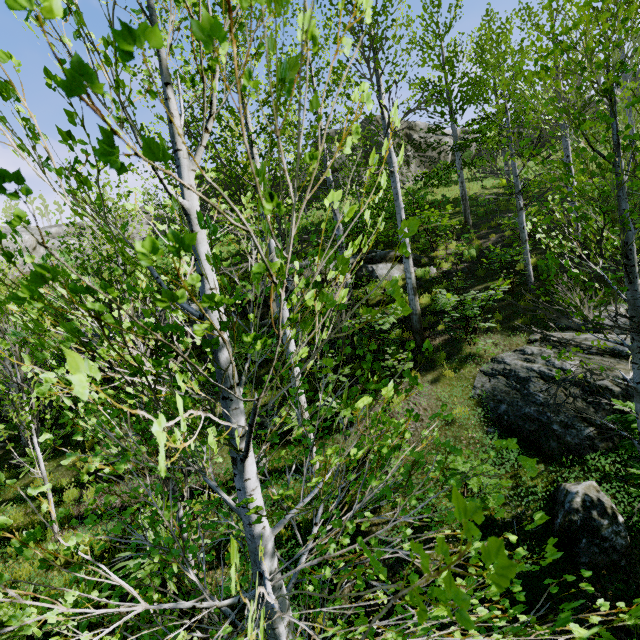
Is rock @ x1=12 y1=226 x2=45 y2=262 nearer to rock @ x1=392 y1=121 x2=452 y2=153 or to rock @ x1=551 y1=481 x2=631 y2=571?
rock @ x1=392 y1=121 x2=452 y2=153

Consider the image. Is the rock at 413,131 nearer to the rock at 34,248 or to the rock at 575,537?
the rock at 34,248

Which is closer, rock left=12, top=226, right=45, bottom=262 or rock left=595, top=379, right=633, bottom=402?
rock left=595, top=379, right=633, bottom=402

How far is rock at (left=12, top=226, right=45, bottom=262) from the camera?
25.7 meters

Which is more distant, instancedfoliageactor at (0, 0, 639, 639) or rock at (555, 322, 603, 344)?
rock at (555, 322, 603, 344)

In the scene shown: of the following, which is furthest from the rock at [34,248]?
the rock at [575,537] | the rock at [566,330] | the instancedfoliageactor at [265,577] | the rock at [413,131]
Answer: the rock at [575,537]

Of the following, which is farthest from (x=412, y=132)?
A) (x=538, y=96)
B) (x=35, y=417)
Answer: (x=35, y=417)

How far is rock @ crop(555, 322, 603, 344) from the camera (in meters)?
6.67
